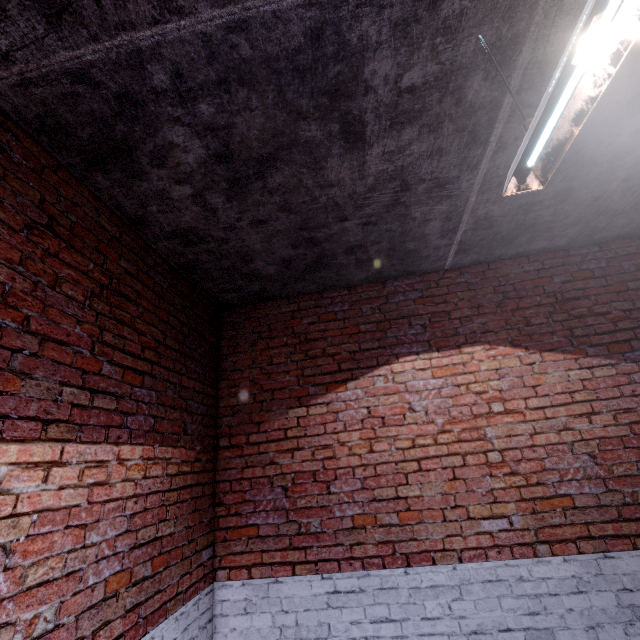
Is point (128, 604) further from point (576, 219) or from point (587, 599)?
point (576, 219)
